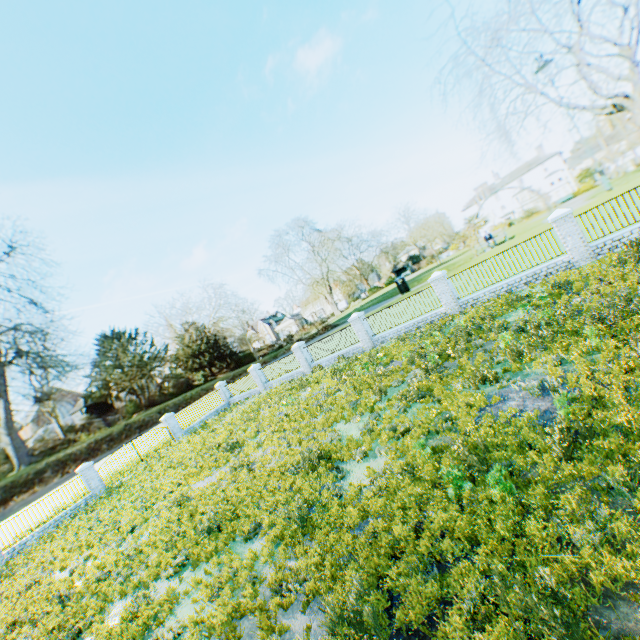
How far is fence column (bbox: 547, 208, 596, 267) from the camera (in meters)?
13.12

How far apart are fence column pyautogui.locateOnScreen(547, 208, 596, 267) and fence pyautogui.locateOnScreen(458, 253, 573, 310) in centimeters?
2cm

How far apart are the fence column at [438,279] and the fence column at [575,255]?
4.74m

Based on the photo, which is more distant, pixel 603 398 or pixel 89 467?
pixel 89 467

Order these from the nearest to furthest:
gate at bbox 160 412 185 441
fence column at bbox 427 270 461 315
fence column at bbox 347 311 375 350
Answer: fence column at bbox 427 270 461 315, fence column at bbox 347 311 375 350, gate at bbox 160 412 185 441

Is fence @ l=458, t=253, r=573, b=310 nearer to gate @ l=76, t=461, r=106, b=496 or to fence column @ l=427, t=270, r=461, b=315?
fence column @ l=427, t=270, r=461, b=315

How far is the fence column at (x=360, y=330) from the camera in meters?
19.9 m

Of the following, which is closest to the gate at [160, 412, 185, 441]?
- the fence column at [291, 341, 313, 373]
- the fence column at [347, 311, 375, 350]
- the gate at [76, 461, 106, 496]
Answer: the gate at [76, 461, 106, 496]
